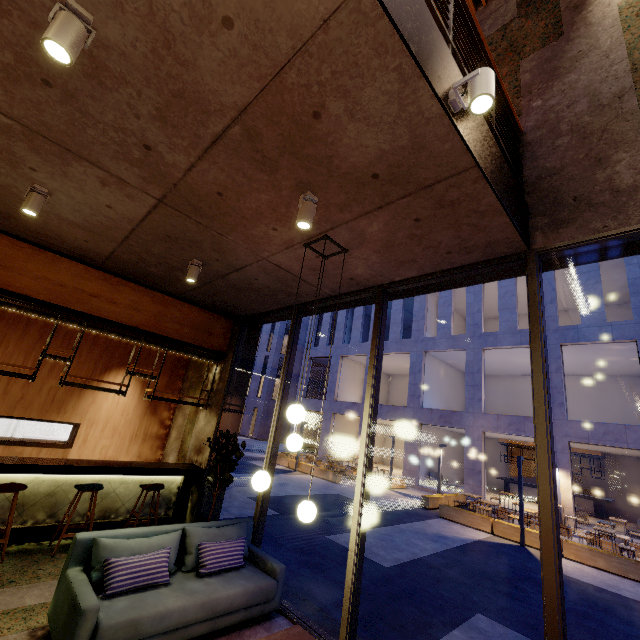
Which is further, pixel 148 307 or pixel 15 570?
pixel 148 307

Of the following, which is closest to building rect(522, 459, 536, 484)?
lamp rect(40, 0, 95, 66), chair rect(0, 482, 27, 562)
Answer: chair rect(0, 482, 27, 562)

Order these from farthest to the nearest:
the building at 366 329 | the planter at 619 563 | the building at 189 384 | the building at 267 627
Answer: the building at 366 329, the planter at 619 563, the building at 189 384, the building at 267 627

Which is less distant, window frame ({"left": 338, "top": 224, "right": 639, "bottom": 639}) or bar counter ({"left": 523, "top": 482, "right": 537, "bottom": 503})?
window frame ({"left": 338, "top": 224, "right": 639, "bottom": 639})

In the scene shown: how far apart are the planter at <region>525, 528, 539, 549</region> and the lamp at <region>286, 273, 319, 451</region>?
12.1m

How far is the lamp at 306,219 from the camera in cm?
312

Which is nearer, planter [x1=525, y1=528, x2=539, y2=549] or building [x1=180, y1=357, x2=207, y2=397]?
building [x1=180, y1=357, x2=207, y2=397]

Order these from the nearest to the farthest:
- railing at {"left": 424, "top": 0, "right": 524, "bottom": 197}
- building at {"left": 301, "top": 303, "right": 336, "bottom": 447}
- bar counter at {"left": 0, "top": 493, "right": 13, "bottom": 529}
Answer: railing at {"left": 424, "top": 0, "right": 524, "bottom": 197} < bar counter at {"left": 0, "top": 493, "right": 13, "bottom": 529} < building at {"left": 301, "top": 303, "right": 336, "bottom": 447}
